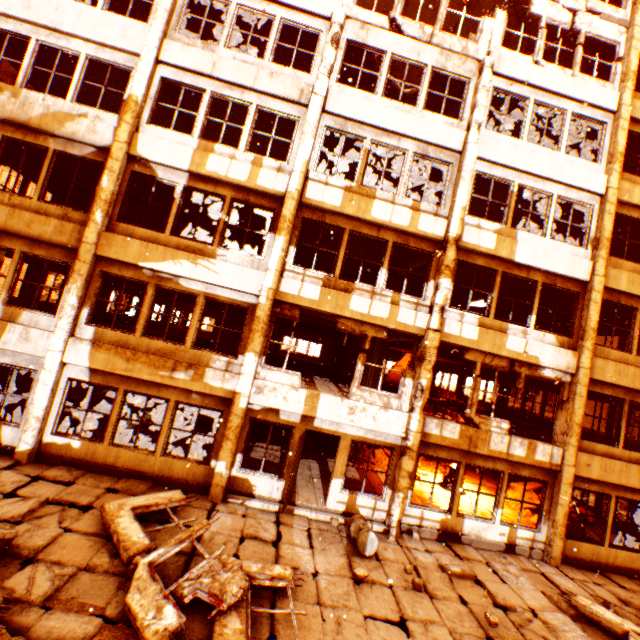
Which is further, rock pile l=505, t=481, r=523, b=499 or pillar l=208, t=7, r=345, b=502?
rock pile l=505, t=481, r=523, b=499

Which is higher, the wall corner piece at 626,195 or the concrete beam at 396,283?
the wall corner piece at 626,195

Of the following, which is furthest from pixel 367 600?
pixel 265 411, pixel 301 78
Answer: pixel 301 78

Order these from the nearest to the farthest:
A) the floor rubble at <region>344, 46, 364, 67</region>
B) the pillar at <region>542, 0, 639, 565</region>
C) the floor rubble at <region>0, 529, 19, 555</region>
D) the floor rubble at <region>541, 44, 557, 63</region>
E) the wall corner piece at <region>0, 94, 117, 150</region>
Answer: the floor rubble at <region>0, 529, 19, 555</region> < the wall corner piece at <region>0, 94, 117, 150</region> < the pillar at <region>542, 0, 639, 565</region> < the floor rubble at <region>344, 46, 364, 67</region> < the floor rubble at <region>541, 44, 557, 63</region>

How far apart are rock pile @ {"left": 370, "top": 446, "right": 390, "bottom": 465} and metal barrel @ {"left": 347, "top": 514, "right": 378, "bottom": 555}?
5.6 meters

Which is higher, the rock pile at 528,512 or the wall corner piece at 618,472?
the wall corner piece at 618,472

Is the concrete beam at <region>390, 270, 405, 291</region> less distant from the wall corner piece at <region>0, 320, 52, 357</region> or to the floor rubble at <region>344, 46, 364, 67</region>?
the floor rubble at <region>344, 46, 364, 67</region>

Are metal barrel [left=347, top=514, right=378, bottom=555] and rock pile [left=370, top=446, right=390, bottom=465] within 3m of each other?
no
